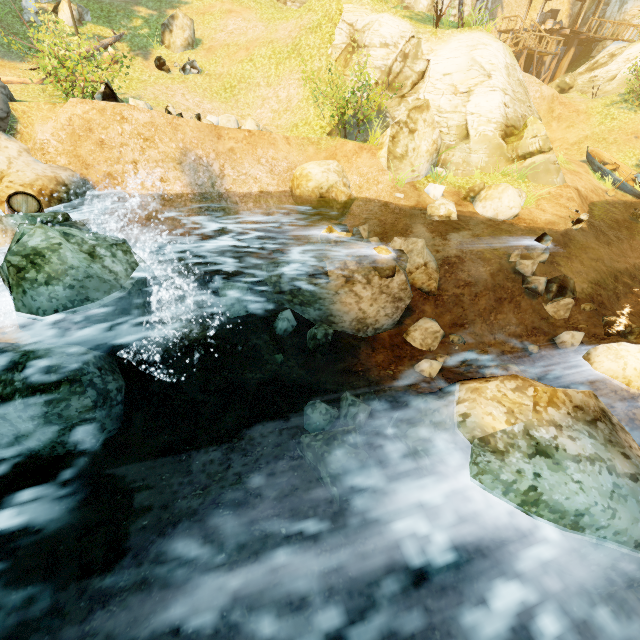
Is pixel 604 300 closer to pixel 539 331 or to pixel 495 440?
pixel 539 331

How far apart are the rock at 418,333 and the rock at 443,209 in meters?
4.0 m

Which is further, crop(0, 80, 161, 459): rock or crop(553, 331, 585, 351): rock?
crop(553, 331, 585, 351): rock

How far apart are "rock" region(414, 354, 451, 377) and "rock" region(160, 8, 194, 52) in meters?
19.7

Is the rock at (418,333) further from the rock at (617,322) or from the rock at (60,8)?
the rock at (60,8)

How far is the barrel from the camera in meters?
7.3 m

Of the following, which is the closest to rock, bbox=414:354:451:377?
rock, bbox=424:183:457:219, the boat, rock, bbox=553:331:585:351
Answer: rock, bbox=553:331:585:351

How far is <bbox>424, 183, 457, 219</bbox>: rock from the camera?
10.7m
